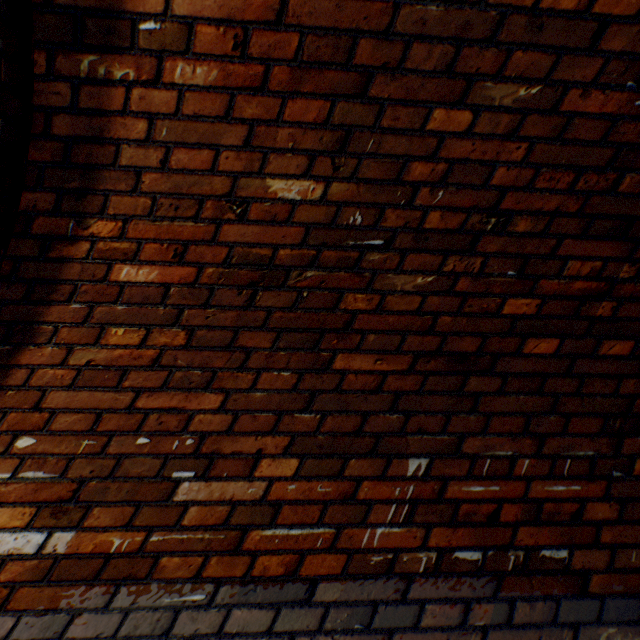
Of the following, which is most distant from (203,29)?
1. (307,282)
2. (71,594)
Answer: (71,594)
